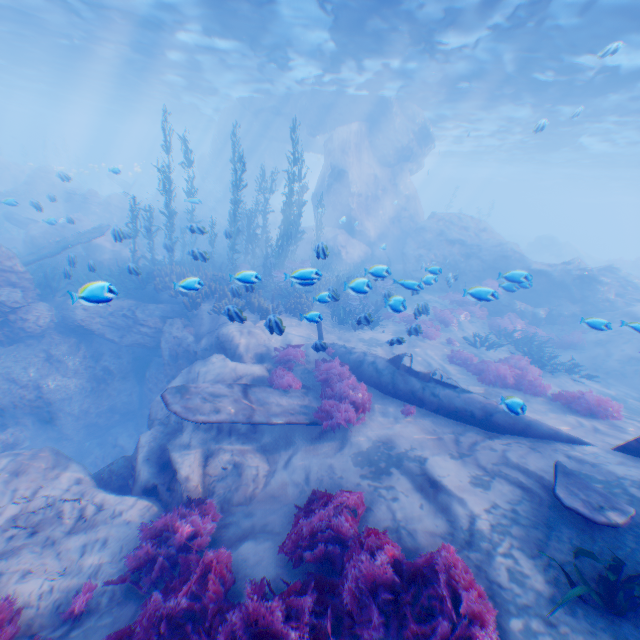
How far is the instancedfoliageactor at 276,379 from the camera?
9.5m

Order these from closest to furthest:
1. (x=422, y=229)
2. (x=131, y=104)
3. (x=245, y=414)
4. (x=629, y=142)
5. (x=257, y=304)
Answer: (x=245, y=414)
(x=257, y=304)
(x=422, y=229)
(x=629, y=142)
(x=131, y=104)

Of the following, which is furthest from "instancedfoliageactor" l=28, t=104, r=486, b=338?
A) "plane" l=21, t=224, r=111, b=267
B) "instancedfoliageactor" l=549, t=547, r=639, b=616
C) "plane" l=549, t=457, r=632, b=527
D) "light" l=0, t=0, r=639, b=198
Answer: "light" l=0, t=0, r=639, b=198

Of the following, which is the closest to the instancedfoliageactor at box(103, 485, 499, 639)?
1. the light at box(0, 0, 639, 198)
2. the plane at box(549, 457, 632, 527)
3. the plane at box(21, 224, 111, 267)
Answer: the plane at box(21, 224, 111, 267)

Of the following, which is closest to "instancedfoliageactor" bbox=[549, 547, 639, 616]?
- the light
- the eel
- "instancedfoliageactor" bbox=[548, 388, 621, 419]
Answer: "instancedfoliageactor" bbox=[548, 388, 621, 419]

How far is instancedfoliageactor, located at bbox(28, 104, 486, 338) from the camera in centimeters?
1002cm

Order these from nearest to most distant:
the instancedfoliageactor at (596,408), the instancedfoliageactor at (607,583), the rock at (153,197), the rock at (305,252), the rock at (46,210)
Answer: the instancedfoliageactor at (607,583), the rock at (46,210), the instancedfoliageactor at (596,408), the rock at (305,252), the rock at (153,197)

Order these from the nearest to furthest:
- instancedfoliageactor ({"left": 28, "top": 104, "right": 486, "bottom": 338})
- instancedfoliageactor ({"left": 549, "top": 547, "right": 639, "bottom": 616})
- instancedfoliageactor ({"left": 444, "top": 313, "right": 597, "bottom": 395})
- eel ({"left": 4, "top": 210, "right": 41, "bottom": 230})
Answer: instancedfoliageactor ({"left": 549, "top": 547, "right": 639, "bottom": 616}) < instancedfoliageactor ({"left": 28, "top": 104, "right": 486, "bottom": 338}) < instancedfoliageactor ({"left": 444, "top": 313, "right": 597, "bottom": 395}) < eel ({"left": 4, "top": 210, "right": 41, "bottom": 230})
